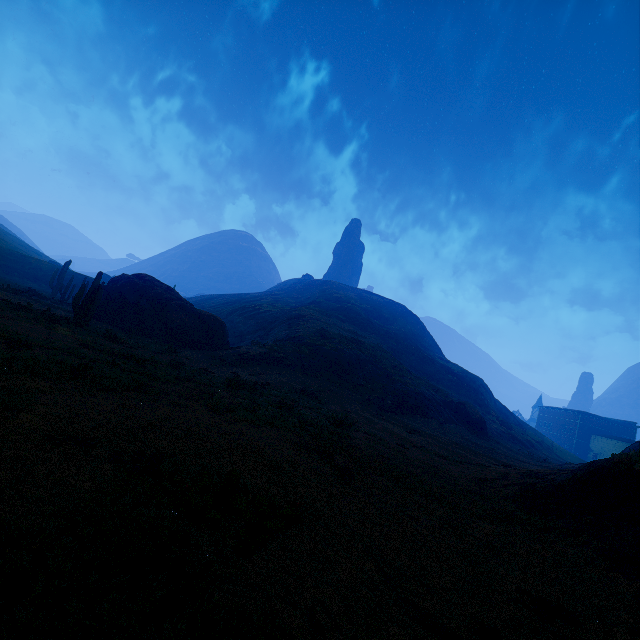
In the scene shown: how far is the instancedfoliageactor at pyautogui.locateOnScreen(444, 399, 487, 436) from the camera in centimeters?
3484cm

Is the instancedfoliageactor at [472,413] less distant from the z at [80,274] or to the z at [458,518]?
the z at [458,518]

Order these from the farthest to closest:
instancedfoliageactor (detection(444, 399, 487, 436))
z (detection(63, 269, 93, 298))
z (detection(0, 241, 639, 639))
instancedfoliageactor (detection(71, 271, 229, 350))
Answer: z (detection(63, 269, 93, 298))
instancedfoliageactor (detection(444, 399, 487, 436))
instancedfoliageactor (detection(71, 271, 229, 350))
z (detection(0, 241, 639, 639))

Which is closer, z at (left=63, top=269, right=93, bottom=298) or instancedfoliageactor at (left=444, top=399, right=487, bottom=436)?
instancedfoliageactor at (left=444, top=399, right=487, bottom=436)

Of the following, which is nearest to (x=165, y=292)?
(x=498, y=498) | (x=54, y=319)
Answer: (x=54, y=319)

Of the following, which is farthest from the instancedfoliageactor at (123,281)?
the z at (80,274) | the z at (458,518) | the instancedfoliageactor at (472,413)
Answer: the z at (80,274)

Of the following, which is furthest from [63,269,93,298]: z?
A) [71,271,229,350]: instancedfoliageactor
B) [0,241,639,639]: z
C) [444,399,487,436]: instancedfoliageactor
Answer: [444,399,487,436]: instancedfoliageactor

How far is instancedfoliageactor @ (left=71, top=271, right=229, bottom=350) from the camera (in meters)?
16.09
